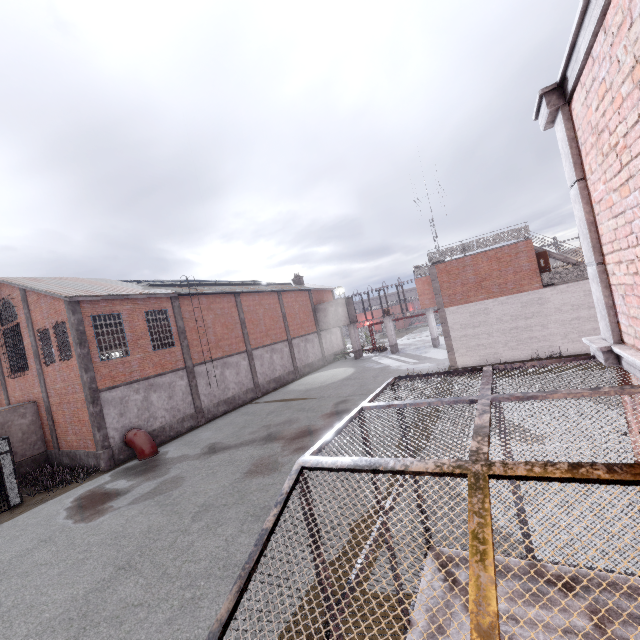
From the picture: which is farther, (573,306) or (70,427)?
(573,306)

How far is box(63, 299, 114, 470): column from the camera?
16.36m

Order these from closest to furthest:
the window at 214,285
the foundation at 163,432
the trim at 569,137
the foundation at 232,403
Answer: the trim at 569,137, the foundation at 163,432, the foundation at 232,403, the window at 214,285

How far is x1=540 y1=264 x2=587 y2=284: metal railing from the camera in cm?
1813

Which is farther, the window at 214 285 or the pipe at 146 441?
the window at 214 285

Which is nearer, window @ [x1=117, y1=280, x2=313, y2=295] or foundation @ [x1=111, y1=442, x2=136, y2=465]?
foundation @ [x1=111, y1=442, x2=136, y2=465]

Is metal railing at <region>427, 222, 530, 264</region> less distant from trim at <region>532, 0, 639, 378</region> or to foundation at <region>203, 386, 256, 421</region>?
foundation at <region>203, 386, 256, 421</region>

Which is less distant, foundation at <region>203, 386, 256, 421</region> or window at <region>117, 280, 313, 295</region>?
foundation at <region>203, 386, 256, 421</region>
